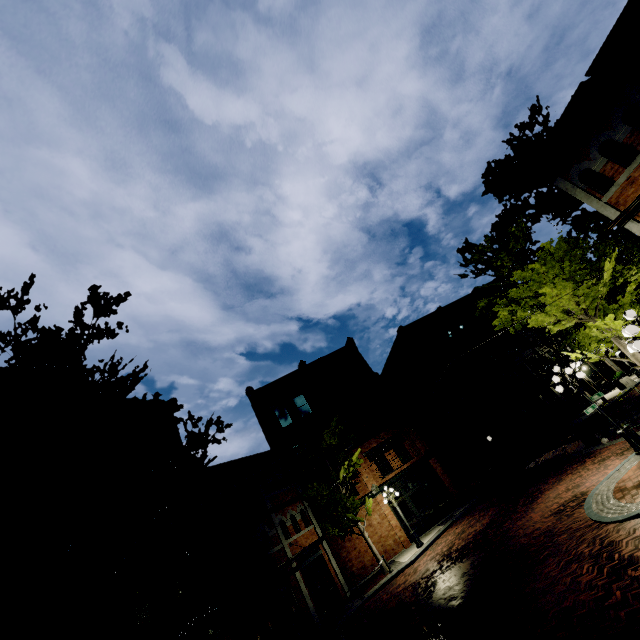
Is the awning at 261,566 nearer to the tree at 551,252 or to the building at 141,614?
the building at 141,614

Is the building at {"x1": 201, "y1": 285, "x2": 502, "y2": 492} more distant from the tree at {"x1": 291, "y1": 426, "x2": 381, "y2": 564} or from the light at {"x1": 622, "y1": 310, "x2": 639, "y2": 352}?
the light at {"x1": 622, "y1": 310, "x2": 639, "y2": 352}

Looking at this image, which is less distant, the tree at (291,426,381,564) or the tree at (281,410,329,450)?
the tree at (291,426,381,564)

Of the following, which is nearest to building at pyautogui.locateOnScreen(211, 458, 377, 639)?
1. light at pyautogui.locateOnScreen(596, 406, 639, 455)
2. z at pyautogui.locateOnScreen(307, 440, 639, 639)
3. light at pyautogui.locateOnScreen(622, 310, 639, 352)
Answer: z at pyautogui.locateOnScreen(307, 440, 639, 639)

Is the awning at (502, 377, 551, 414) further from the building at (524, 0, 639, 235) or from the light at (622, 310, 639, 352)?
the light at (622, 310, 639, 352)

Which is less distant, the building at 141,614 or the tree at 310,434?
the building at 141,614

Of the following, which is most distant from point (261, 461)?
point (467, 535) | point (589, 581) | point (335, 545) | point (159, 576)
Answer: point (589, 581)

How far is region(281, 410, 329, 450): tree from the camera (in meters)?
20.30
